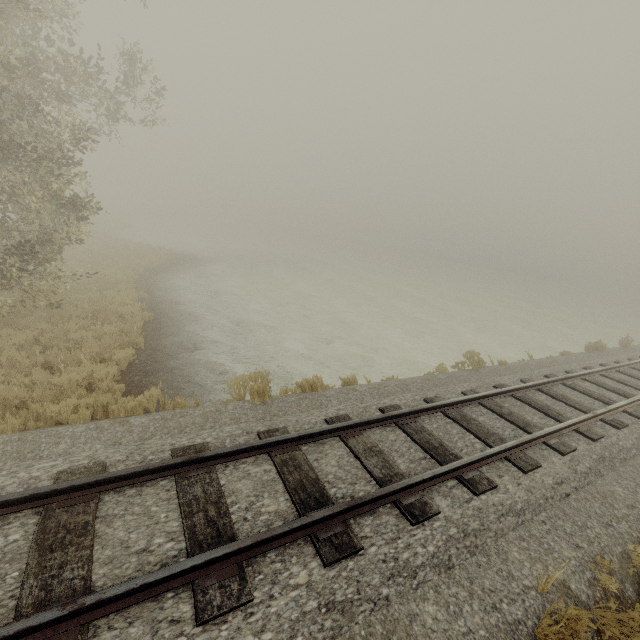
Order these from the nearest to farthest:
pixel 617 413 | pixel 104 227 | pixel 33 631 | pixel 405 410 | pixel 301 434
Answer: pixel 33 631 → pixel 301 434 → pixel 405 410 → pixel 617 413 → pixel 104 227
